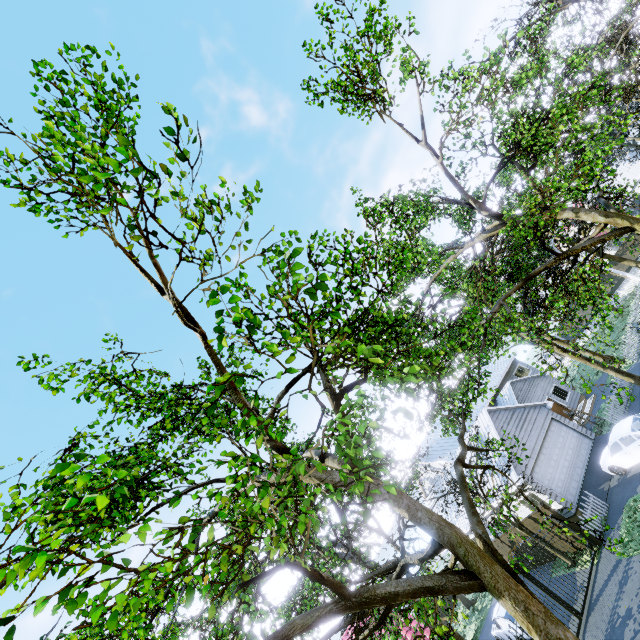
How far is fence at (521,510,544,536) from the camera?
16.7 meters

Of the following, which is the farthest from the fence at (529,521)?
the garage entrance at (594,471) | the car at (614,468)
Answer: the car at (614,468)

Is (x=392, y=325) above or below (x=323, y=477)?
above

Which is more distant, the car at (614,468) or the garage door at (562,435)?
the garage door at (562,435)

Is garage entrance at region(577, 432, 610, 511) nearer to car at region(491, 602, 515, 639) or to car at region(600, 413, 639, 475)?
car at region(600, 413, 639, 475)

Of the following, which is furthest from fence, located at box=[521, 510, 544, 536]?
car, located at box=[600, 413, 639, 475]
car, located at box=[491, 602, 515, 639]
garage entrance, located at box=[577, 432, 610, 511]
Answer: car, located at box=[491, 602, 515, 639]

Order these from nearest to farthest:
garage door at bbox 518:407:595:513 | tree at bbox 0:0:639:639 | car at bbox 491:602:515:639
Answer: tree at bbox 0:0:639:639 → car at bbox 491:602:515:639 → garage door at bbox 518:407:595:513

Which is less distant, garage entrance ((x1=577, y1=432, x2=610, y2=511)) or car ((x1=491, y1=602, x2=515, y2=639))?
car ((x1=491, y1=602, x2=515, y2=639))
